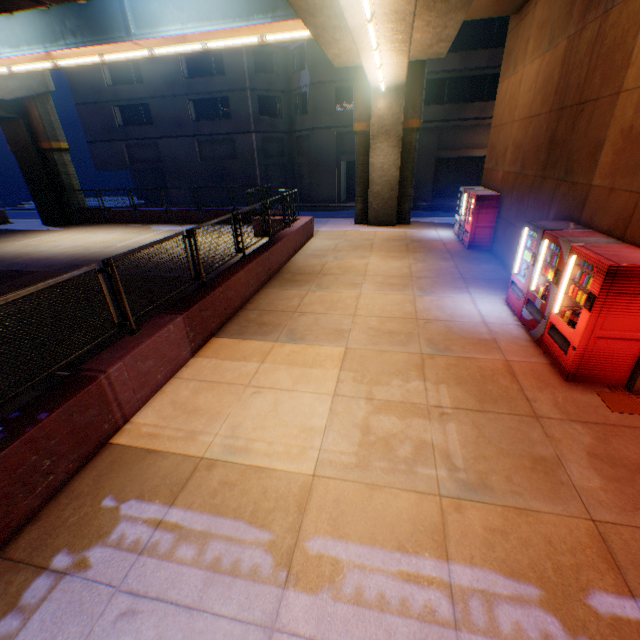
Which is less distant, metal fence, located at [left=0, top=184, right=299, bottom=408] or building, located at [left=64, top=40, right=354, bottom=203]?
metal fence, located at [left=0, top=184, right=299, bottom=408]

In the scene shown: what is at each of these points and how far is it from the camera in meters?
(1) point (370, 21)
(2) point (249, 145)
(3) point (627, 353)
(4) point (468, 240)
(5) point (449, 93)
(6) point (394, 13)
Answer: (1) street lamp, 6.9 m
(2) building, 27.6 m
(3) vending machine, 5.0 m
(4) vending machine, 12.6 m
(5) building, 23.8 m
(6) overpass support, 6.9 m

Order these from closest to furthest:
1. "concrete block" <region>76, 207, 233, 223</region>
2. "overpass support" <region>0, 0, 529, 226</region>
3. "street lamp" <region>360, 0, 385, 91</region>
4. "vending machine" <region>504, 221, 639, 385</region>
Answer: "vending machine" <region>504, 221, 639, 385</region> → "street lamp" <region>360, 0, 385, 91</region> → "overpass support" <region>0, 0, 529, 226</region> → "concrete block" <region>76, 207, 233, 223</region>

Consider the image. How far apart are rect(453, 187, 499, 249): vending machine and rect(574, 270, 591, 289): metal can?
7.5 meters

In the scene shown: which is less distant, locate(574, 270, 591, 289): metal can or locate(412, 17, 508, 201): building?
locate(574, 270, 591, 289): metal can

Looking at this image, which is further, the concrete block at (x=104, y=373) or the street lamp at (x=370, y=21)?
the street lamp at (x=370, y=21)

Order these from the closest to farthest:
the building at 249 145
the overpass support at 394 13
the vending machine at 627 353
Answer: the vending machine at 627 353
the overpass support at 394 13
the building at 249 145

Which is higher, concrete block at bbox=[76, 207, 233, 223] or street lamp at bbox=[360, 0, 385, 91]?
street lamp at bbox=[360, 0, 385, 91]
